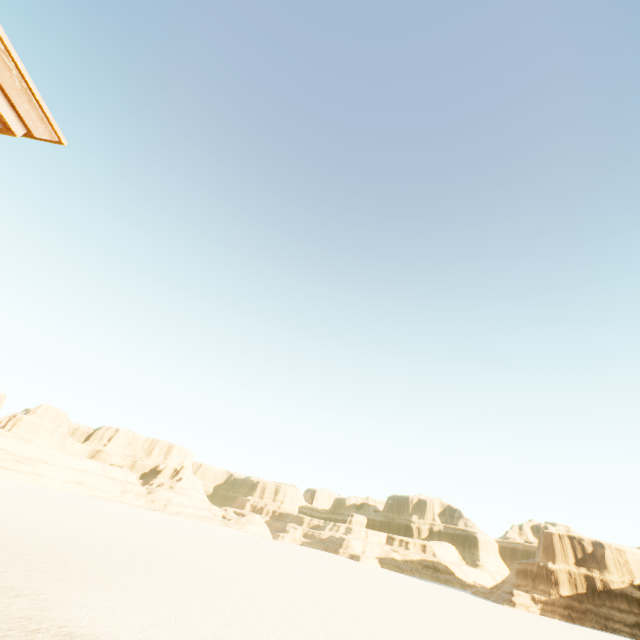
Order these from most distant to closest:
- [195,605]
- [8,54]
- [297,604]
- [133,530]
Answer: [133,530], [297,604], [195,605], [8,54]
